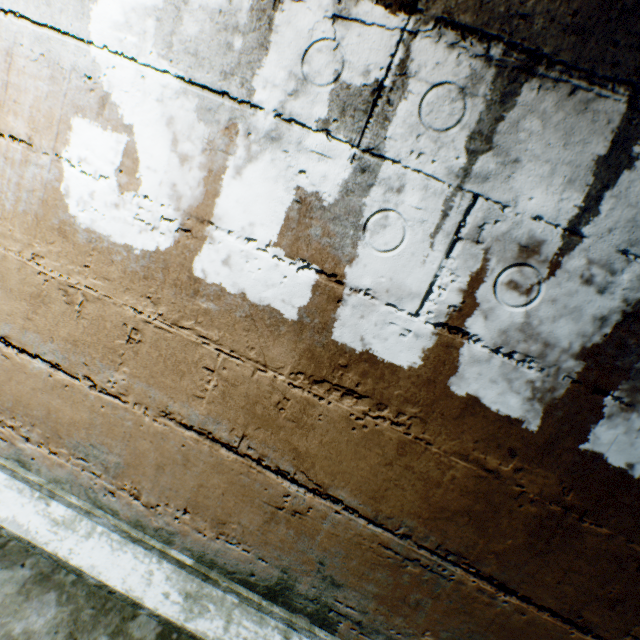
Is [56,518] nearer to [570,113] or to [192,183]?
[192,183]
